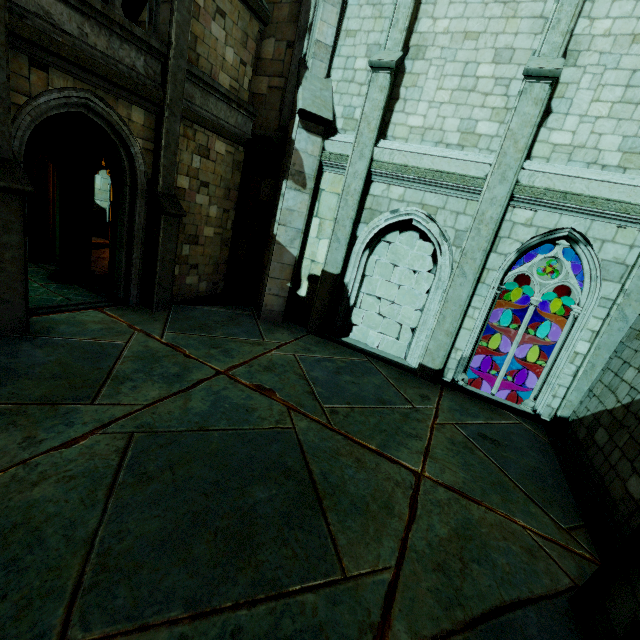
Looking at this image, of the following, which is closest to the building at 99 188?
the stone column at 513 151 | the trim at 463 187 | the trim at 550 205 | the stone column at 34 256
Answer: the stone column at 34 256

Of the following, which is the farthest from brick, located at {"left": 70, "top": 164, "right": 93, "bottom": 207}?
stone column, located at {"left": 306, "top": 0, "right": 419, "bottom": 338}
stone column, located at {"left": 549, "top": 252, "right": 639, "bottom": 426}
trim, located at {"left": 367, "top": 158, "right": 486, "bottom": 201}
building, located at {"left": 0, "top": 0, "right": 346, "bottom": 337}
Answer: stone column, located at {"left": 549, "top": 252, "right": 639, "bottom": 426}

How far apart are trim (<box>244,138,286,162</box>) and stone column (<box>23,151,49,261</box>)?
6.13m

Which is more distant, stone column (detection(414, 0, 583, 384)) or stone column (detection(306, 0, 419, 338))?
stone column (detection(306, 0, 419, 338))

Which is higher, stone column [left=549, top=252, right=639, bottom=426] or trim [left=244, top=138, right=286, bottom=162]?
trim [left=244, top=138, right=286, bottom=162]

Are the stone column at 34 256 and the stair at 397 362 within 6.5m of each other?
no

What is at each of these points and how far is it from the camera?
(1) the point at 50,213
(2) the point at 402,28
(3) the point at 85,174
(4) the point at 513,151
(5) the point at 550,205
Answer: (1) building, 10.7m
(2) stone column, 7.7m
(3) brick, 9.0m
(4) stone column, 6.9m
(5) trim, 6.9m

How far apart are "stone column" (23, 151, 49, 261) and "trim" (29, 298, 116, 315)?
4.20m
